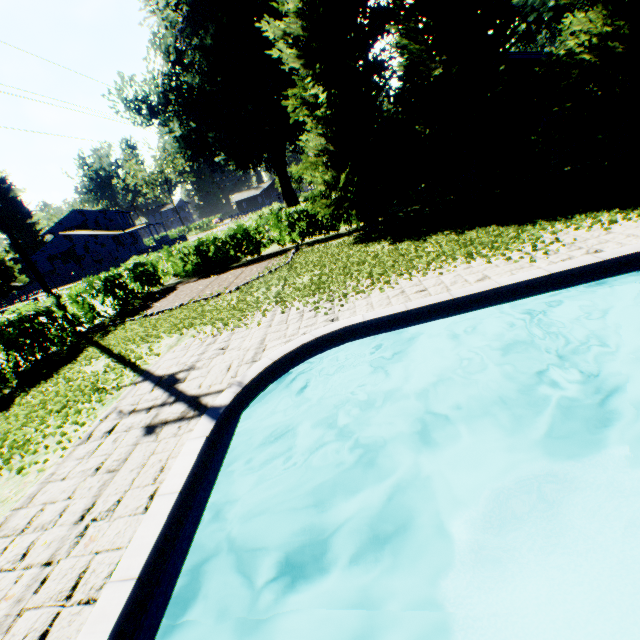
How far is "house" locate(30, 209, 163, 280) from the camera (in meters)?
45.47

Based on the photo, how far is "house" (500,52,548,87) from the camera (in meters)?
17.25

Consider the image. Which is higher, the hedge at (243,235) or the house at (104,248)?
the house at (104,248)

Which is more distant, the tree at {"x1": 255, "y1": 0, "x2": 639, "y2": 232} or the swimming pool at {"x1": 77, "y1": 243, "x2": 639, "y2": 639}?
the tree at {"x1": 255, "y1": 0, "x2": 639, "y2": 232}

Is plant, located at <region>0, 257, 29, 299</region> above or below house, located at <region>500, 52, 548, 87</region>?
below

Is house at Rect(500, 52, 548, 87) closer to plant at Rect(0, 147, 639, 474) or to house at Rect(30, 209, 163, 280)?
plant at Rect(0, 147, 639, 474)

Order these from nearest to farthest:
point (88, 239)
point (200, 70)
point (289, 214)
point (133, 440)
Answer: point (133, 440), point (289, 214), point (200, 70), point (88, 239)

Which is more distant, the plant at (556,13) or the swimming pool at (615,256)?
the plant at (556,13)
